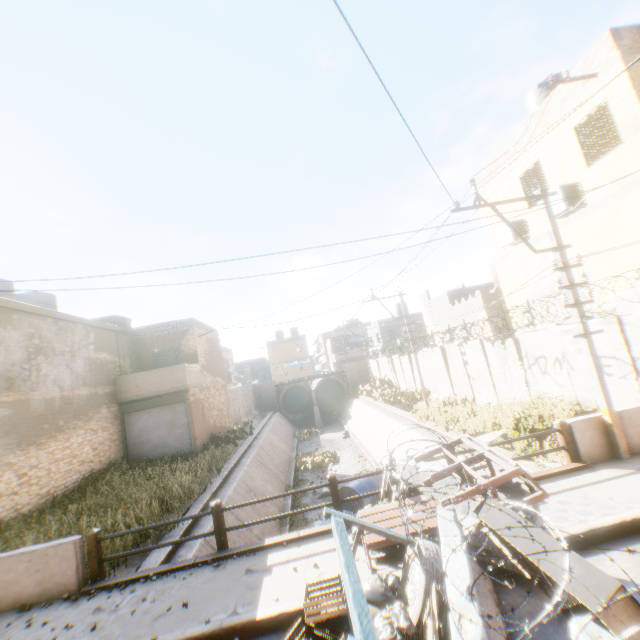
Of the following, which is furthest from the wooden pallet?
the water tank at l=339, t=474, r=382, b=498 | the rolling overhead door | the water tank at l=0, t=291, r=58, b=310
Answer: the water tank at l=339, t=474, r=382, b=498

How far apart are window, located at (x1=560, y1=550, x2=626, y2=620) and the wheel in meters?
0.7 m

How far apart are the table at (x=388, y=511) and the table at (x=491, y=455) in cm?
26

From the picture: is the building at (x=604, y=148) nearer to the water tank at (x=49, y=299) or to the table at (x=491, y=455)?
the water tank at (x=49, y=299)

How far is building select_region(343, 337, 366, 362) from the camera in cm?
5103

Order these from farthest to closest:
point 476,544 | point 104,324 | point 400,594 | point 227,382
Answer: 1. point 227,382
2. point 104,324
3. point 476,544
4. point 400,594

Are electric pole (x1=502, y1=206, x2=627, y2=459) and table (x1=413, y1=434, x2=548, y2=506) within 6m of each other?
yes

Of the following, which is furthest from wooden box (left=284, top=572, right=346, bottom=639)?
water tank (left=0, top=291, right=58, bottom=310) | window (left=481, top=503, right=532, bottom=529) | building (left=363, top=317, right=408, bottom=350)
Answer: building (left=363, top=317, right=408, bottom=350)
